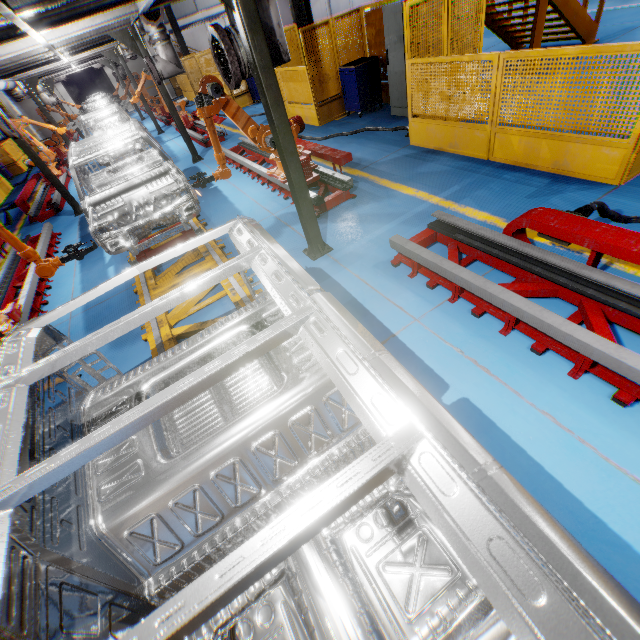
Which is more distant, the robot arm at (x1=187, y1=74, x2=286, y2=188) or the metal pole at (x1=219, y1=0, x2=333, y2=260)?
the robot arm at (x1=187, y1=74, x2=286, y2=188)

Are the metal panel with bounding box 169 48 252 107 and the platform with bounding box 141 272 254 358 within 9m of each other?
yes

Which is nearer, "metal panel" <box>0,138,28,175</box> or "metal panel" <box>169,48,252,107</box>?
→ "metal panel" <box>169,48,252,107</box>

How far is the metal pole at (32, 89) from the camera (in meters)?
13.07

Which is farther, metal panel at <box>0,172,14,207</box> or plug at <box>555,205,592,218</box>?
metal panel at <box>0,172,14,207</box>

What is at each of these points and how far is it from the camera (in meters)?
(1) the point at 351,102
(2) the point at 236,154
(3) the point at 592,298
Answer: (1) toolbox, 9.37
(2) metal platform, 8.53
(3) metal platform, 2.83

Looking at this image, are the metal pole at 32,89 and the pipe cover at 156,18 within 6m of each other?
no

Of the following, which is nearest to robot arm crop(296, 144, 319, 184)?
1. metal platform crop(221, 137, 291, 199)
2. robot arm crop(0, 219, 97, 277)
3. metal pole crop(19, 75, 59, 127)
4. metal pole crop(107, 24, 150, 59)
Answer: metal platform crop(221, 137, 291, 199)
